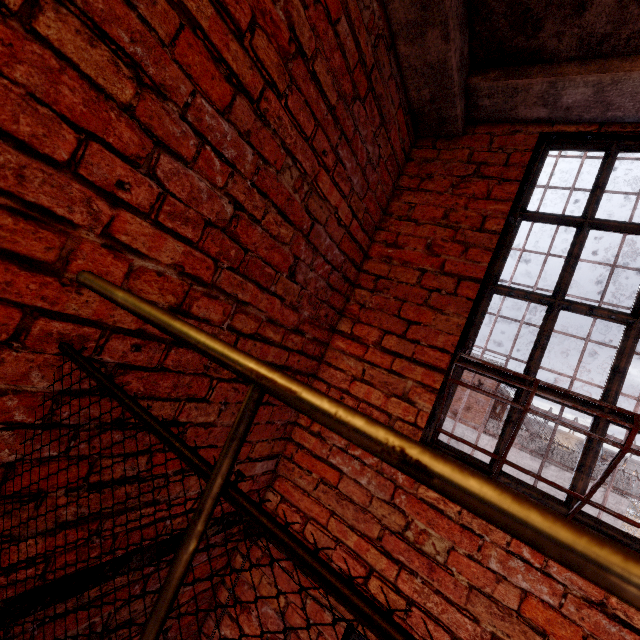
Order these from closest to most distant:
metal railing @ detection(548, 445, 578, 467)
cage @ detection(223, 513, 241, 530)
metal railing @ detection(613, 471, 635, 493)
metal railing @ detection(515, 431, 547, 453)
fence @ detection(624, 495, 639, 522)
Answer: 1. cage @ detection(223, 513, 241, 530)
2. metal railing @ detection(613, 471, 635, 493)
3. metal railing @ detection(548, 445, 578, 467)
4. metal railing @ detection(515, 431, 547, 453)
5. fence @ detection(624, 495, 639, 522)

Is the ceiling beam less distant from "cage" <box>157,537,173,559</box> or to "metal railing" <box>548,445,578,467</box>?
"cage" <box>157,537,173,559</box>

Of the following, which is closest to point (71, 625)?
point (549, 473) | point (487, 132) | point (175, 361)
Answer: point (175, 361)

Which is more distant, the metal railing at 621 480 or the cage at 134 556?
the metal railing at 621 480

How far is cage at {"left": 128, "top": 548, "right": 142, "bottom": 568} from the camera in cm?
136

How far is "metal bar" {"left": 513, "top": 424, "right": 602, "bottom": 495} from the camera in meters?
1.5

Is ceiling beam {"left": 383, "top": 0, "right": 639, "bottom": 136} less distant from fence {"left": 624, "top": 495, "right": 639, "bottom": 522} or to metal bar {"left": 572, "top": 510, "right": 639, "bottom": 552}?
metal bar {"left": 572, "top": 510, "right": 639, "bottom": 552}

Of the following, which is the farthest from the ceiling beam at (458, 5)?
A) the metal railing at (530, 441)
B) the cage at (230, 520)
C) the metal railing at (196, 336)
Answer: the metal railing at (530, 441)
